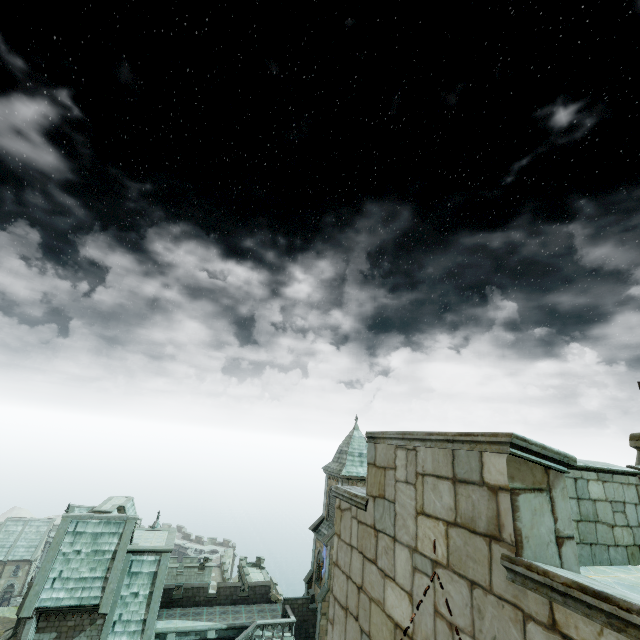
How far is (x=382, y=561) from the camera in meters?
3.7 m
